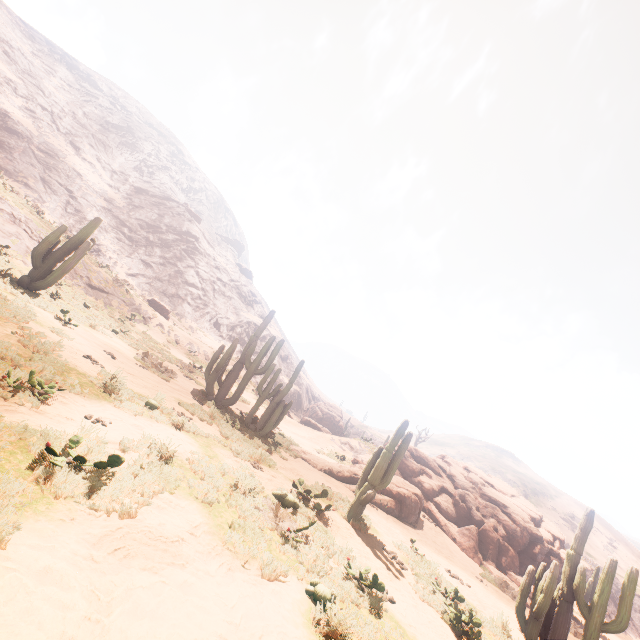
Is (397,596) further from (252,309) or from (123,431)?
(252,309)

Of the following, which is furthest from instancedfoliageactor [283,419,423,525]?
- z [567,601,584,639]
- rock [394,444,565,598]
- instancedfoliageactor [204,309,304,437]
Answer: rock [394,444,565,598]

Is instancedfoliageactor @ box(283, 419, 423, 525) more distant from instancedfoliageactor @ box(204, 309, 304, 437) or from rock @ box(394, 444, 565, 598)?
rock @ box(394, 444, 565, 598)

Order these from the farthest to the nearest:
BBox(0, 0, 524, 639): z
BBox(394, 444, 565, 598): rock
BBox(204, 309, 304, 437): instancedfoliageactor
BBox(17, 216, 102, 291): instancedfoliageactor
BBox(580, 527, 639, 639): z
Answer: BBox(580, 527, 639, 639): z, BBox(394, 444, 565, 598): rock, BBox(204, 309, 304, 437): instancedfoliageactor, BBox(17, 216, 102, 291): instancedfoliageactor, BBox(0, 0, 524, 639): z

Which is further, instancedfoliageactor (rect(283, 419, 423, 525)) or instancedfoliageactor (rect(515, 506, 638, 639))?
instancedfoliageactor (rect(283, 419, 423, 525))

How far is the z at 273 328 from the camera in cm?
4666

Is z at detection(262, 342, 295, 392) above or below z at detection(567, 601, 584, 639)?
above

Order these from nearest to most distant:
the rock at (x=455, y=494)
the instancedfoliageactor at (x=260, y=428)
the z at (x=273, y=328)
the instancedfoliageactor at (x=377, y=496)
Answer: the instancedfoliageactor at (x=377, y=496) → the instancedfoliageactor at (x=260, y=428) → the rock at (x=455, y=494) → the z at (x=273, y=328)
